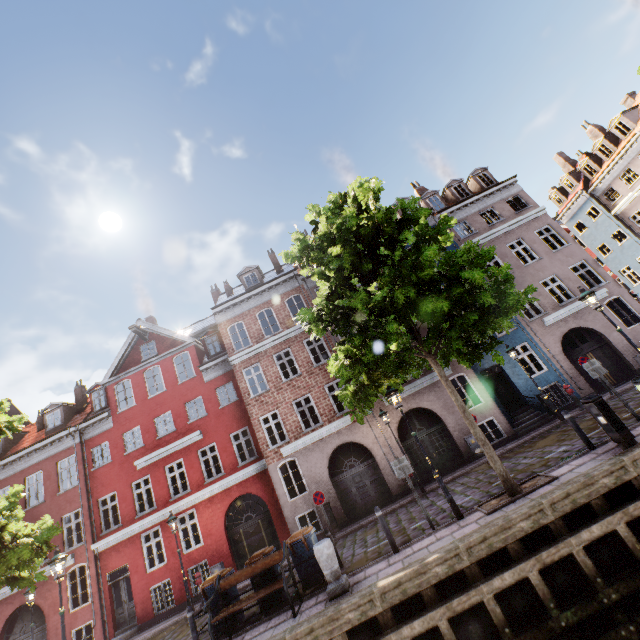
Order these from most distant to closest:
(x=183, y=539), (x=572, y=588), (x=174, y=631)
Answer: (x=183, y=539), (x=174, y=631), (x=572, y=588)

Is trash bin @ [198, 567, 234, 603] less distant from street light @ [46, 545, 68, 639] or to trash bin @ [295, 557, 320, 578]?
trash bin @ [295, 557, 320, 578]

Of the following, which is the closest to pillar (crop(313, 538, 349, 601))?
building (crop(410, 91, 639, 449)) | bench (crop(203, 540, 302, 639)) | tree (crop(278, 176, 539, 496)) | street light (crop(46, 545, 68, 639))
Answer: bench (crop(203, 540, 302, 639))

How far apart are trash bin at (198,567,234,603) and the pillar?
3.3 meters

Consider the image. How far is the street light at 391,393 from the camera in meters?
8.5 m

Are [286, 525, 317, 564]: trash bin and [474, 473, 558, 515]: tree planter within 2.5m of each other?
no

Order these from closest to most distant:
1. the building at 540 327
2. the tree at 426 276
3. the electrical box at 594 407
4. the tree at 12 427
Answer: the electrical box at 594 407
the tree at 426 276
the tree at 12 427
the building at 540 327

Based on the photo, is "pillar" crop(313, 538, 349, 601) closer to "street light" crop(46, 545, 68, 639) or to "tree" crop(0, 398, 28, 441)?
"tree" crop(0, 398, 28, 441)
